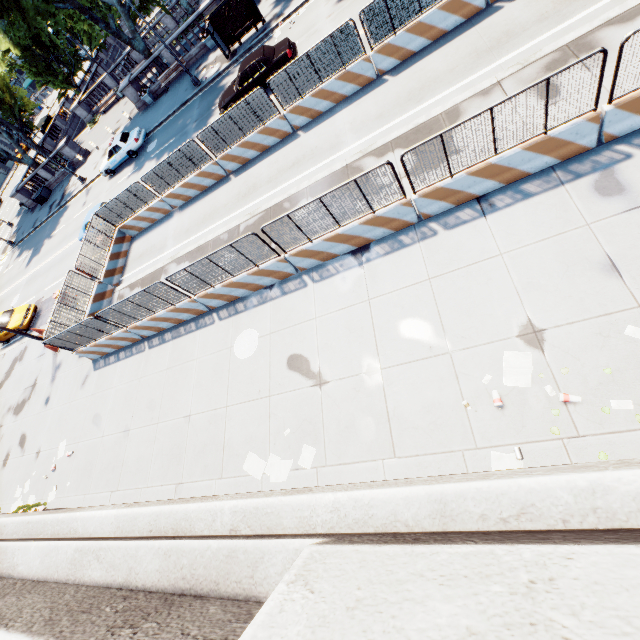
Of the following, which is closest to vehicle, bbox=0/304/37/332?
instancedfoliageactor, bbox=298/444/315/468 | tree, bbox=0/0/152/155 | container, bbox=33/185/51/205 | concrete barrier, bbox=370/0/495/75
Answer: concrete barrier, bbox=370/0/495/75

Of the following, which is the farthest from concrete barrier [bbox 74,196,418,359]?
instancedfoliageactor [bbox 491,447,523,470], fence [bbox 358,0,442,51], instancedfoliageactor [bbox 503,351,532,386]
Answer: instancedfoliageactor [bbox 491,447,523,470]

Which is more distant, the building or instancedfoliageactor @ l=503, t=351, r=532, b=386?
instancedfoliageactor @ l=503, t=351, r=532, b=386

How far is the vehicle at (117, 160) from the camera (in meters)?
24.25

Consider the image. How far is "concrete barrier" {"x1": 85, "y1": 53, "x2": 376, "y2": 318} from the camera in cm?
1297

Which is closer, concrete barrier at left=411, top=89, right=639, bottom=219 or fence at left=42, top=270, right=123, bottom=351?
concrete barrier at left=411, top=89, right=639, bottom=219

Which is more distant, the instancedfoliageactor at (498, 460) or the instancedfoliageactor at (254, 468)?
the instancedfoliageactor at (254, 468)

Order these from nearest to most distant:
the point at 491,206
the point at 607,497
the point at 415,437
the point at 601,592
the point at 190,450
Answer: the point at 601,592
the point at 607,497
the point at 415,437
the point at 491,206
the point at 190,450
